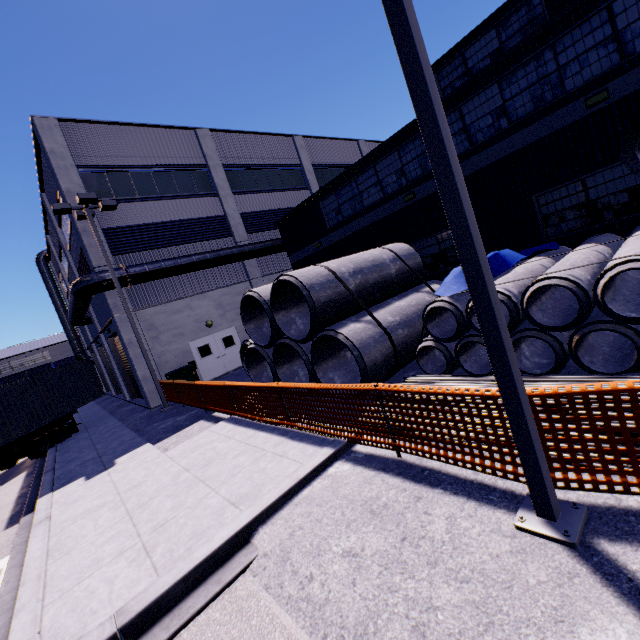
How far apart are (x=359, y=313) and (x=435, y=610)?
6.9 meters

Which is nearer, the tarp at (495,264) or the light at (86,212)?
the tarp at (495,264)

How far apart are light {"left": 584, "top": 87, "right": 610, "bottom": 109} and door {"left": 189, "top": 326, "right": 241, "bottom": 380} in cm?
1809

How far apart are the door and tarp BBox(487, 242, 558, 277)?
14.56m

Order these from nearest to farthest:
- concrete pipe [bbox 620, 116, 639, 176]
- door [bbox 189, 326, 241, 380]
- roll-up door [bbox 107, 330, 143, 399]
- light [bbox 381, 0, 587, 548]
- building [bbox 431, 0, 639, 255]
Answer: light [bbox 381, 0, 587, 548]
concrete pipe [bbox 620, 116, 639, 176]
building [bbox 431, 0, 639, 255]
door [bbox 189, 326, 241, 380]
roll-up door [bbox 107, 330, 143, 399]

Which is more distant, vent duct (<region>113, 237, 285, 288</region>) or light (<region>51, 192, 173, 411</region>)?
vent duct (<region>113, 237, 285, 288</region>)

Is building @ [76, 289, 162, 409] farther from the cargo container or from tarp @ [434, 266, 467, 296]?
the cargo container

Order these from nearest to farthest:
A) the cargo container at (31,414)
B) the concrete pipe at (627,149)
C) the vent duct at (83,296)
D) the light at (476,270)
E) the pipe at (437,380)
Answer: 1. the light at (476,270)
2. the concrete pipe at (627,149)
3. the pipe at (437,380)
4. the cargo container at (31,414)
5. the vent duct at (83,296)
